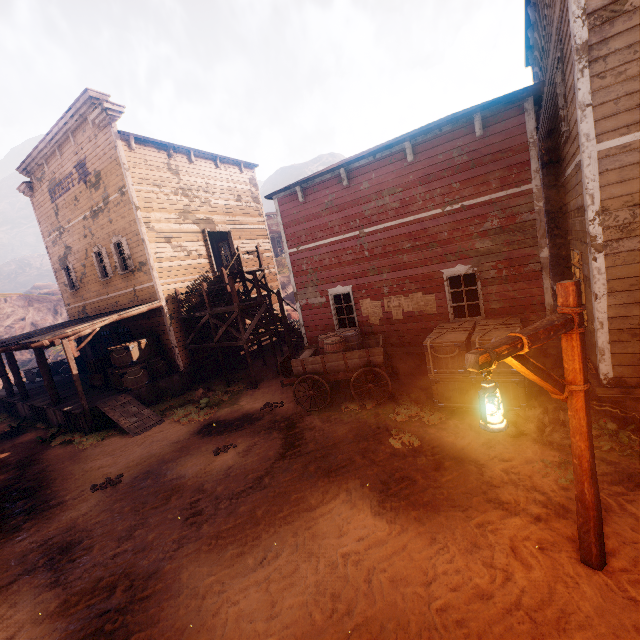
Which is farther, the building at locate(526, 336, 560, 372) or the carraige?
the carraige

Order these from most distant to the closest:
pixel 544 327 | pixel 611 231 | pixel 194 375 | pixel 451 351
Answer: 1. pixel 194 375
2. pixel 451 351
3. pixel 611 231
4. pixel 544 327

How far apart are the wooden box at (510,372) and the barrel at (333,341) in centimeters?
212cm

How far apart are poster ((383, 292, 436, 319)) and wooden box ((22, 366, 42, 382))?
21.9 meters

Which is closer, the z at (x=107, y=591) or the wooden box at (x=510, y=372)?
the z at (x=107, y=591)

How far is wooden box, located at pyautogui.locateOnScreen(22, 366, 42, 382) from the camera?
19.8 meters

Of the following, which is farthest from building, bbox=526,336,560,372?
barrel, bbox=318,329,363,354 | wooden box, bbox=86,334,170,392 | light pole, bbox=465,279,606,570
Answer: light pole, bbox=465,279,606,570

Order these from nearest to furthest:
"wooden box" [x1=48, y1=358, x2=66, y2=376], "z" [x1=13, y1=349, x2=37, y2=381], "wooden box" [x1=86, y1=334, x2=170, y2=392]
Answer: "wooden box" [x1=86, y1=334, x2=170, y2=392]
"wooden box" [x1=48, y1=358, x2=66, y2=376]
"z" [x1=13, y1=349, x2=37, y2=381]
